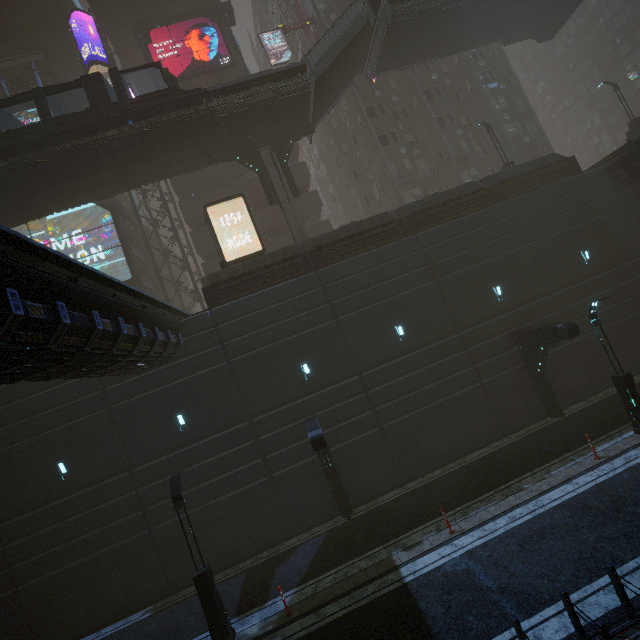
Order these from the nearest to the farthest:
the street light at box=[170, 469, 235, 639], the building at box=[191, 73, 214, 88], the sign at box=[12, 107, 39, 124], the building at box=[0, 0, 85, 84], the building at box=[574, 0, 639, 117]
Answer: the street light at box=[170, 469, 235, 639]
the sign at box=[12, 107, 39, 124]
the building at box=[0, 0, 85, 84]
the building at box=[191, 73, 214, 88]
the building at box=[574, 0, 639, 117]

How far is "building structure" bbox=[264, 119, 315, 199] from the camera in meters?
21.8

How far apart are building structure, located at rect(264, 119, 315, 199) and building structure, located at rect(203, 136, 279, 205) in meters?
0.7 m

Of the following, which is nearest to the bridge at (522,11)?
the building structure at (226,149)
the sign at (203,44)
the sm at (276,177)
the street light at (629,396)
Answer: the sm at (276,177)

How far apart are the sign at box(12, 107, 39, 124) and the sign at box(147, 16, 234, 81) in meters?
9.0 m

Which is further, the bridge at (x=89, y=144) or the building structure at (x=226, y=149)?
the building structure at (x=226, y=149)

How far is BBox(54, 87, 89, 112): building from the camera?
29.7m

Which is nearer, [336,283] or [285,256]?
[336,283]
